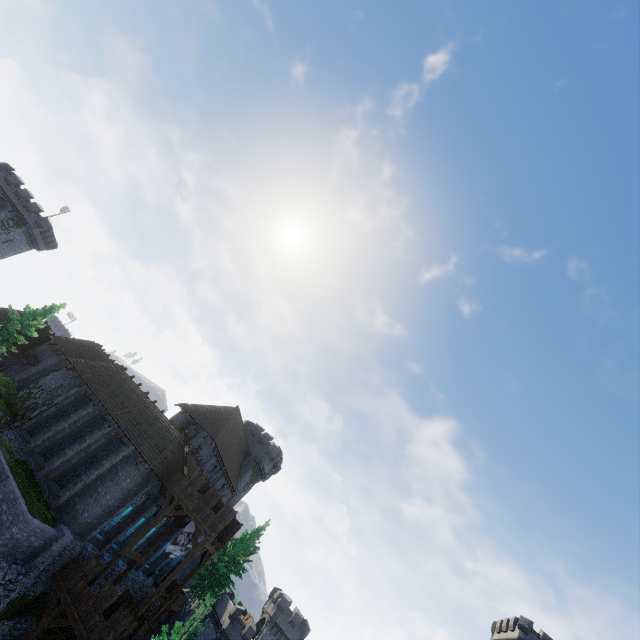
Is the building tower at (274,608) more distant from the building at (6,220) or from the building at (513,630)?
the building at (6,220)

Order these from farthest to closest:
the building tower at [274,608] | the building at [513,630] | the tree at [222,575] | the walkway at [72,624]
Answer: the building tower at [274,608] → the building at [513,630] → the tree at [222,575] → the walkway at [72,624]

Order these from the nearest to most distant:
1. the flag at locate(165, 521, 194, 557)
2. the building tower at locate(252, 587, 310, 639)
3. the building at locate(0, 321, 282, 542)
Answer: the building at locate(0, 321, 282, 542), the flag at locate(165, 521, 194, 557), the building tower at locate(252, 587, 310, 639)

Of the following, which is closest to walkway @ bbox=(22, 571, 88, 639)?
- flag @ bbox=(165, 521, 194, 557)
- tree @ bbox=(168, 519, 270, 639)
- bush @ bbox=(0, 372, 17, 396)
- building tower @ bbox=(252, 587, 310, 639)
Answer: flag @ bbox=(165, 521, 194, 557)

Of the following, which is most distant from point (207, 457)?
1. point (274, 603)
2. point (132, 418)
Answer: point (274, 603)

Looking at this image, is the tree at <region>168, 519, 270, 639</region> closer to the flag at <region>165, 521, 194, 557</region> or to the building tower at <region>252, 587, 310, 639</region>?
the building tower at <region>252, 587, 310, 639</region>

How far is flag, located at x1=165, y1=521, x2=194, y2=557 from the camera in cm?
2462

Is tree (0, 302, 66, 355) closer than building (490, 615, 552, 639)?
Yes
